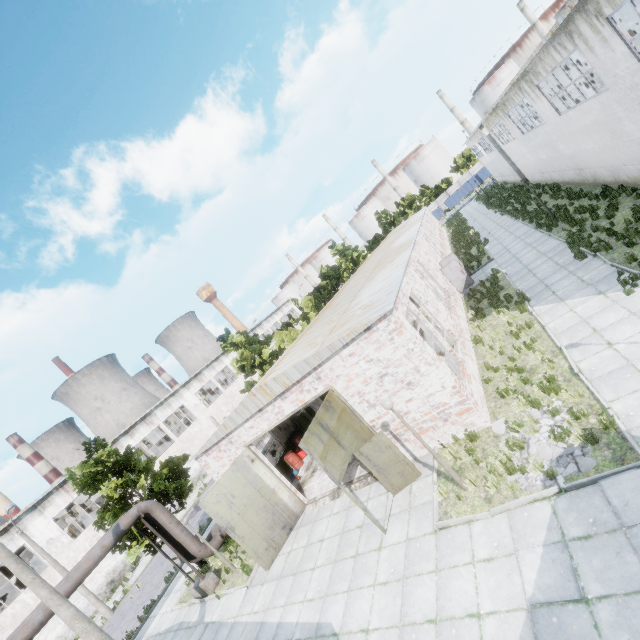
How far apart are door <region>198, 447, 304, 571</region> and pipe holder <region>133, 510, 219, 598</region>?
4.1 meters

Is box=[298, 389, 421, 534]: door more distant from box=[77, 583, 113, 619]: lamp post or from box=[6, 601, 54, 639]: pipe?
box=[77, 583, 113, 619]: lamp post

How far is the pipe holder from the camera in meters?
14.8

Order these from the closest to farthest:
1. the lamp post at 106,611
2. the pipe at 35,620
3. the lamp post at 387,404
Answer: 1. the lamp post at 387,404
2. the pipe at 35,620
3. the lamp post at 106,611

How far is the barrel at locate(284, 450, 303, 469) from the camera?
18.36m

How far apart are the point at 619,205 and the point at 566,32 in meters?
8.2

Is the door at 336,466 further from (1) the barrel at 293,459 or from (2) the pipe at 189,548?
(2) the pipe at 189,548

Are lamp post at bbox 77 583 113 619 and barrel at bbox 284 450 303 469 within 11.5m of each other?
no
